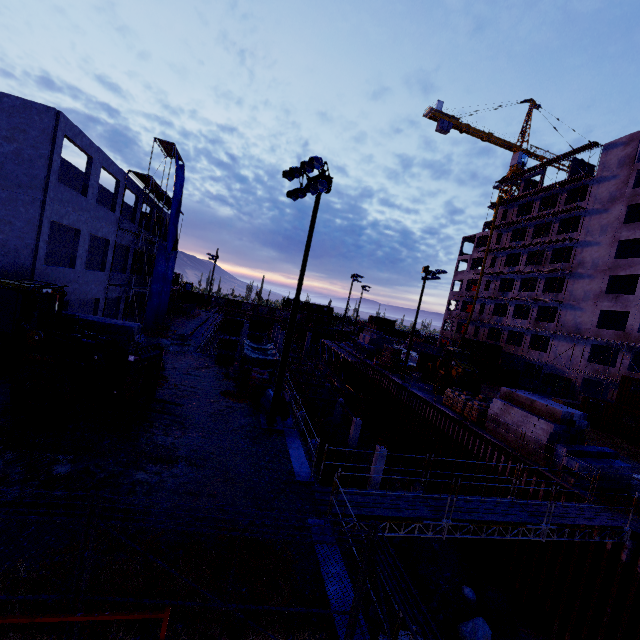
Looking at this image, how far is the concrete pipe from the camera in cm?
4006

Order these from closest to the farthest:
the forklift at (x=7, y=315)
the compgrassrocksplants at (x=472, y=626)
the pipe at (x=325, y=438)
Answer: the forklift at (x=7, y=315) < the compgrassrocksplants at (x=472, y=626) < the pipe at (x=325, y=438)

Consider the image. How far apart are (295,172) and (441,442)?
20.33m

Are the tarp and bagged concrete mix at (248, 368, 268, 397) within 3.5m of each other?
yes

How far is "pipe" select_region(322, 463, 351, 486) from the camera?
22.27m

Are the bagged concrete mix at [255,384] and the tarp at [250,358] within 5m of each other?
A: yes

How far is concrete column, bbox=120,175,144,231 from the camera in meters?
23.2

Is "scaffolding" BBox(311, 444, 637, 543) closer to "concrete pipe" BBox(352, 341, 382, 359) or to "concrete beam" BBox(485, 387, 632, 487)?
"concrete beam" BBox(485, 387, 632, 487)
